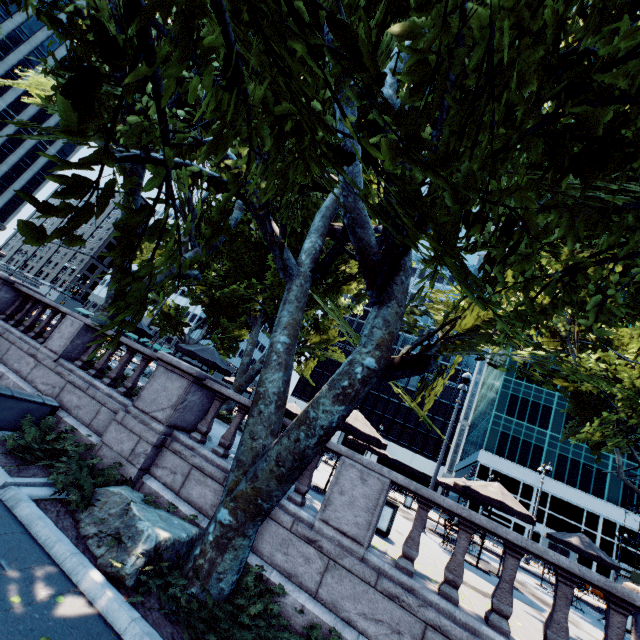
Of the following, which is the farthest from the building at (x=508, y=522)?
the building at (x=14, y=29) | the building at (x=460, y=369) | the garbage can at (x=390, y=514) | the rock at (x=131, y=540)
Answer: the building at (x=14, y=29)

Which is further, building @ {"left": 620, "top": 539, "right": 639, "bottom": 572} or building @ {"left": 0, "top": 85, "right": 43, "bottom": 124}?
building @ {"left": 0, "top": 85, "right": 43, "bottom": 124}

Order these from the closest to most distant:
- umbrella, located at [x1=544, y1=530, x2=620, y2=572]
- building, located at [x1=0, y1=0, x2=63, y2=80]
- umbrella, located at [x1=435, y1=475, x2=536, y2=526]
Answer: umbrella, located at [x1=435, y1=475, x2=536, y2=526], umbrella, located at [x1=544, y1=530, x2=620, y2=572], building, located at [x1=0, y1=0, x2=63, y2=80]

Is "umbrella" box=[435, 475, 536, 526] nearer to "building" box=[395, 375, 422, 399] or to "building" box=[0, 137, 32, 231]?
"building" box=[395, 375, 422, 399]

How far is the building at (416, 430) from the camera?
52.3 meters

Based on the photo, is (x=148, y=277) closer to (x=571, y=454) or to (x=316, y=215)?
(x=316, y=215)

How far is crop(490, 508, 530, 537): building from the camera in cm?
4615

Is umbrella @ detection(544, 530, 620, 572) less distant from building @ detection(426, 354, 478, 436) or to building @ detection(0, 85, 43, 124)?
building @ detection(426, 354, 478, 436)
